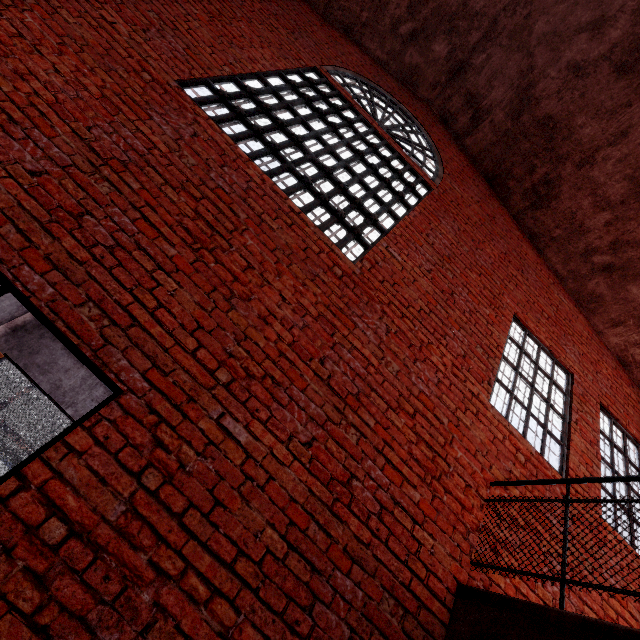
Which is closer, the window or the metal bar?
the metal bar

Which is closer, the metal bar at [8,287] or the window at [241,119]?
the metal bar at [8,287]

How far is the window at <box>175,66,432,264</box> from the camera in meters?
4.0 m

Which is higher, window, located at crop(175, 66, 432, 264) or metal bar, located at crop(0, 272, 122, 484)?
window, located at crop(175, 66, 432, 264)

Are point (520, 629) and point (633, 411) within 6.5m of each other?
yes

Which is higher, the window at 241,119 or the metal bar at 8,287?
the window at 241,119
